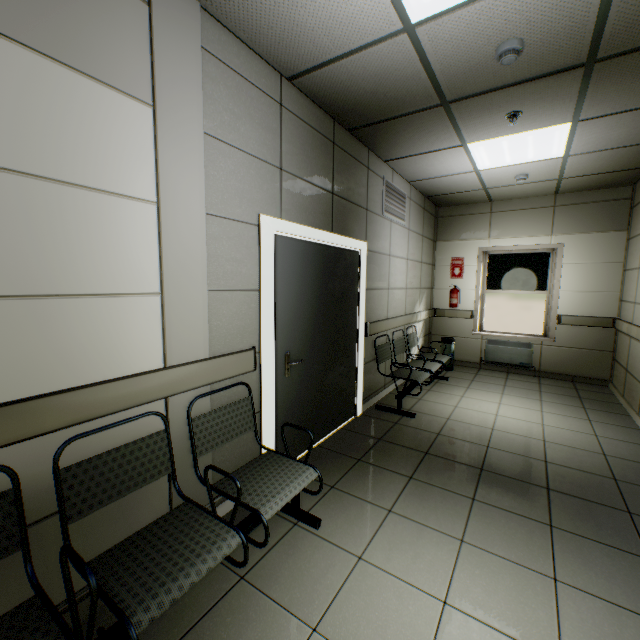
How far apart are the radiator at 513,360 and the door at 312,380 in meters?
3.7

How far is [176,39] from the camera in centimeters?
176cm

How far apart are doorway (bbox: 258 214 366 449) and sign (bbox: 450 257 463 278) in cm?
348

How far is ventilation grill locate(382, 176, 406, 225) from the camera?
4.32m

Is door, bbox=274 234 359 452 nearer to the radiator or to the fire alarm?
the fire alarm

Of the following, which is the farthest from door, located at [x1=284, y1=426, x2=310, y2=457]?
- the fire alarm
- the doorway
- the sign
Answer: the sign

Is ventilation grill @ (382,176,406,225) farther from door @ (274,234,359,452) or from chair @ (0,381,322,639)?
chair @ (0,381,322,639)

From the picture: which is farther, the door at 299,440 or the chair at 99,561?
the door at 299,440
